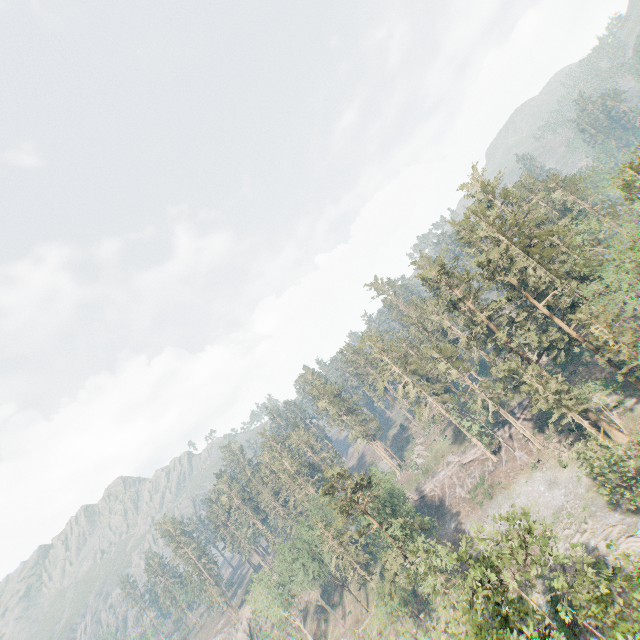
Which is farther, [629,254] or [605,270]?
[605,270]

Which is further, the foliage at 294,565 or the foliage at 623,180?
the foliage at 294,565

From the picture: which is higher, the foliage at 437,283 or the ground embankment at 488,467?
the foliage at 437,283

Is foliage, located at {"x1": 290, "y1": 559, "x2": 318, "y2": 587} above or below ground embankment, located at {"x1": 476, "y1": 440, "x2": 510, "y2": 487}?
above

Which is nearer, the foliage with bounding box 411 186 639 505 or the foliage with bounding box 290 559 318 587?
the foliage with bounding box 411 186 639 505

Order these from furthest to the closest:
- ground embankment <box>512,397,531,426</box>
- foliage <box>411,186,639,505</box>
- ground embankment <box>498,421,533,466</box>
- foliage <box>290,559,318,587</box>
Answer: ground embankment <box>512,397,531,426</box> → foliage <box>290,559,318,587</box> → ground embankment <box>498,421,533,466</box> → foliage <box>411,186,639,505</box>

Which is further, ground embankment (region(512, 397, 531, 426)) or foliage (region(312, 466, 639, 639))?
ground embankment (region(512, 397, 531, 426))
